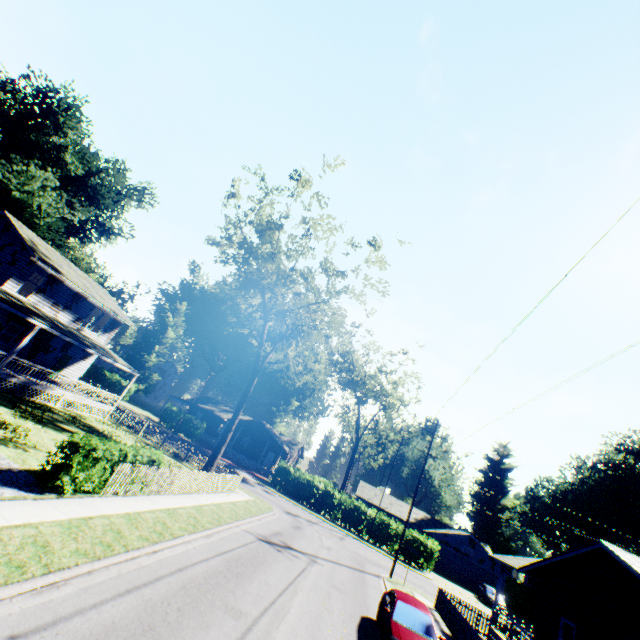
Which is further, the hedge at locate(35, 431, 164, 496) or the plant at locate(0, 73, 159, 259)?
the plant at locate(0, 73, 159, 259)

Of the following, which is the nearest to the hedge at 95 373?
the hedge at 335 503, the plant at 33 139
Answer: the plant at 33 139

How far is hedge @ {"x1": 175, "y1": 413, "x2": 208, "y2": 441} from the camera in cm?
4341

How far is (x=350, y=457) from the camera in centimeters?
5159cm

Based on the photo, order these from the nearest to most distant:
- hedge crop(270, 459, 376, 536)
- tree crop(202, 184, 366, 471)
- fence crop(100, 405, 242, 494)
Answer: fence crop(100, 405, 242, 494), tree crop(202, 184, 366, 471), hedge crop(270, 459, 376, 536)

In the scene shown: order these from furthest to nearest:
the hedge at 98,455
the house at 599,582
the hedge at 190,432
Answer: the hedge at 190,432
the house at 599,582
the hedge at 98,455

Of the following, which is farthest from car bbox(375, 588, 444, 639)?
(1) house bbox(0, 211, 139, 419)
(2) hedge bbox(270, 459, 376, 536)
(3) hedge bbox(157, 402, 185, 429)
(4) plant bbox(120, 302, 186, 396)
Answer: (4) plant bbox(120, 302, 186, 396)

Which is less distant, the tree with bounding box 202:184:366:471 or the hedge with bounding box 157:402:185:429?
the tree with bounding box 202:184:366:471
